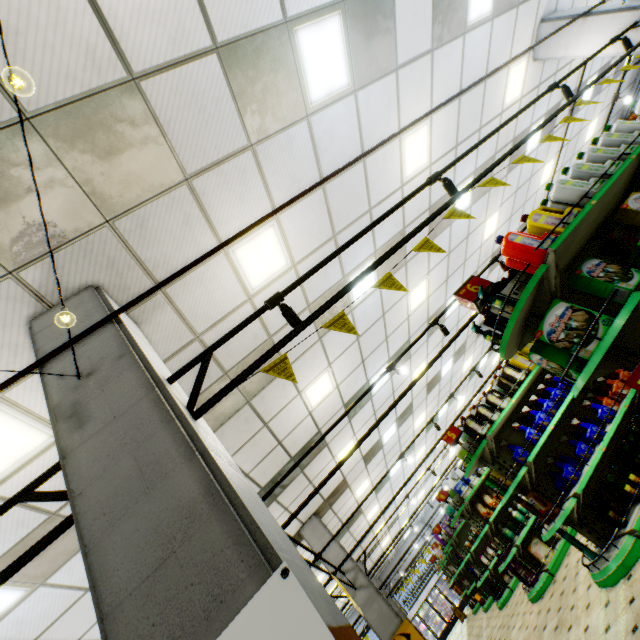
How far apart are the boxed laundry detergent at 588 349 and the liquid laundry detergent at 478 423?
3.1 meters

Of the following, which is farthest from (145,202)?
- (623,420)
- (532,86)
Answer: (532,86)

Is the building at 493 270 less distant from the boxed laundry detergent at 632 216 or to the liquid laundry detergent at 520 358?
the boxed laundry detergent at 632 216

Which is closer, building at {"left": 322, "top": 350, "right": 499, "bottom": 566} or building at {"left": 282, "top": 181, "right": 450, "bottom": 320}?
building at {"left": 282, "top": 181, "right": 450, "bottom": 320}

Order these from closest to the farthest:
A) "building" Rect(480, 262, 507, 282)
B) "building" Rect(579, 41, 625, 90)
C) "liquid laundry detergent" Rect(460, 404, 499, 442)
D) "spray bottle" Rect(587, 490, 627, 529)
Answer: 1. "spray bottle" Rect(587, 490, 627, 529)
2. "liquid laundry detergent" Rect(460, 404, 499, 442)
3. "building" Rect(579, 41, 625, 90)
4. "building" Rect(480, 262, 507, 282)

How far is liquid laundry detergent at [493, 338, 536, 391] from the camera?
5.55m

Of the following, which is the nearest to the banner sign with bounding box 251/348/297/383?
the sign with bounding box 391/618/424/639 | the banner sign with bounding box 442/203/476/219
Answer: the banner sign with bounding box 442/203/476/219

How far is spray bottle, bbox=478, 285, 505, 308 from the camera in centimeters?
281cm
